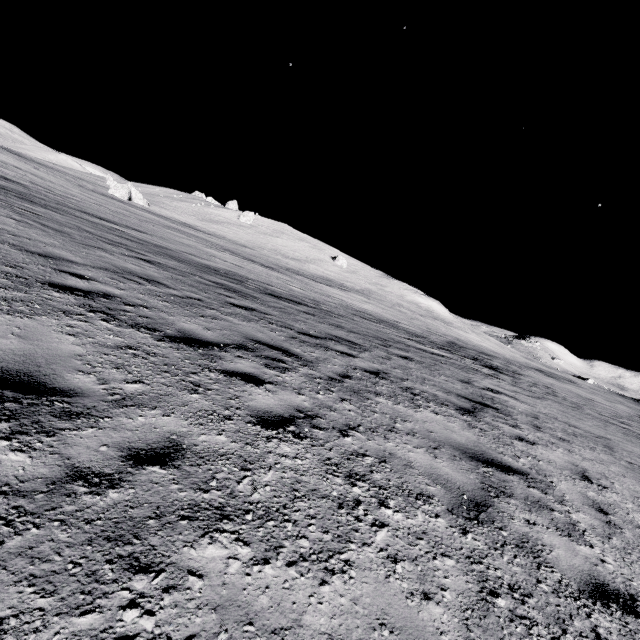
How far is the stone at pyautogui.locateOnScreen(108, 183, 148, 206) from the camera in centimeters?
4809cm

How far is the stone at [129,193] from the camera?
48.09m

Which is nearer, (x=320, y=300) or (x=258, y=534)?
(x=258, y=534)
